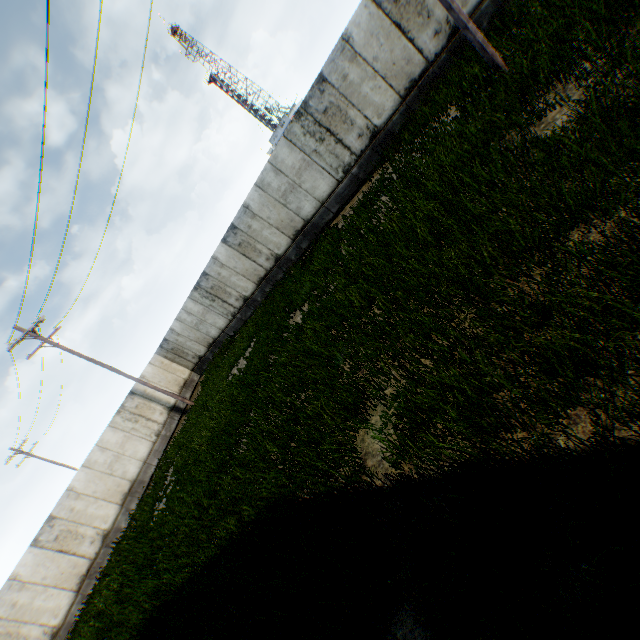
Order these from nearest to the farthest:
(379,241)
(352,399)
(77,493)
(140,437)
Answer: (352,399) < (379,241) < (77,493) < (140,437)
